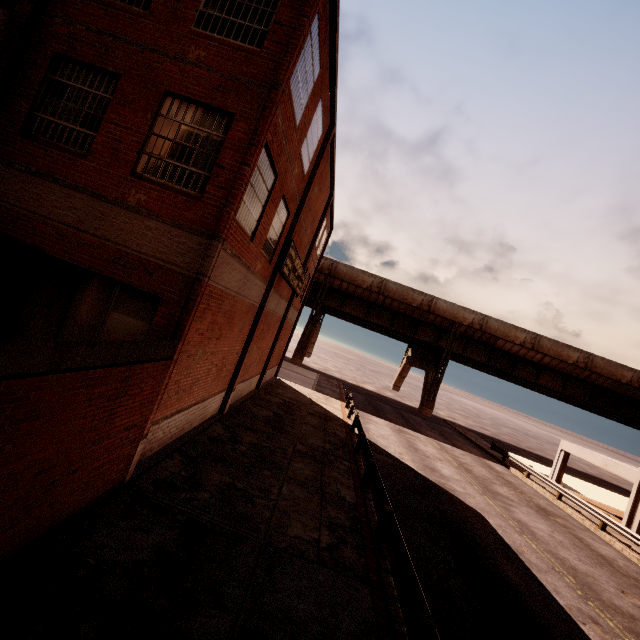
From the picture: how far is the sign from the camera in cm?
1411

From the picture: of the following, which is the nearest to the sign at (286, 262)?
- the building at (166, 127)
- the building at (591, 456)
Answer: the building at (166, 127)

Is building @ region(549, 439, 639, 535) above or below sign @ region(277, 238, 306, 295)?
below

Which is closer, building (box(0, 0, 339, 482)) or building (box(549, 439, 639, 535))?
building (box(0, 0, 339, 482))

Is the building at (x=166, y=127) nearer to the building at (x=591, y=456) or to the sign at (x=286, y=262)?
the sign at (x=286, y=262)

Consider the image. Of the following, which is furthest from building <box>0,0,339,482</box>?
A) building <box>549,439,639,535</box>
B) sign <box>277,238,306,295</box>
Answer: building <box>549,439,639,535</box>

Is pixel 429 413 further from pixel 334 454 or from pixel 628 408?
pixel 334 454
